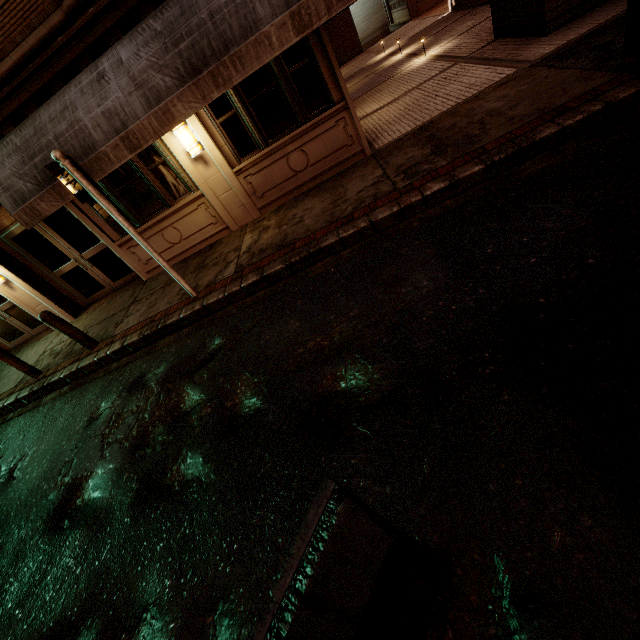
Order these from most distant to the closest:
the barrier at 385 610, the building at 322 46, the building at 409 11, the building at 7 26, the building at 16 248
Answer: the building at 409 11 → the building at 16 248 → the building at 322 46 → the building at 7 26 → the barrier at 385 610

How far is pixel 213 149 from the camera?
7.2 meters

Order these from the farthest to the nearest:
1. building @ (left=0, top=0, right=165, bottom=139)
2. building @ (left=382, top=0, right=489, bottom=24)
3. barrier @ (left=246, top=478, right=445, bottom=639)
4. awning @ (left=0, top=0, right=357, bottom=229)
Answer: building @ (left=382, top=0, right=489, bottom=24) < building @ (left=0, top=0, right=165, bottom=139) < awning @ (left=0, top=0, right=357, bottom=229) < barrier @ (left=246, top=478, right=445, bottom=639)

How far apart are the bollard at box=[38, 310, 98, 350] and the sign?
2.80m

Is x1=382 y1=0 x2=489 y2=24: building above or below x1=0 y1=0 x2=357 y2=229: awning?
below

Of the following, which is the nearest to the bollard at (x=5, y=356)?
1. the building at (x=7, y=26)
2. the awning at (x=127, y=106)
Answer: the building at (x=7, y=26)

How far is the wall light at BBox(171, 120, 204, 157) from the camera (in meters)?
6.83

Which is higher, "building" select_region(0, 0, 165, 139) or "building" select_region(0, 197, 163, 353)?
"building" select_region(0, 0, 165, 139)
